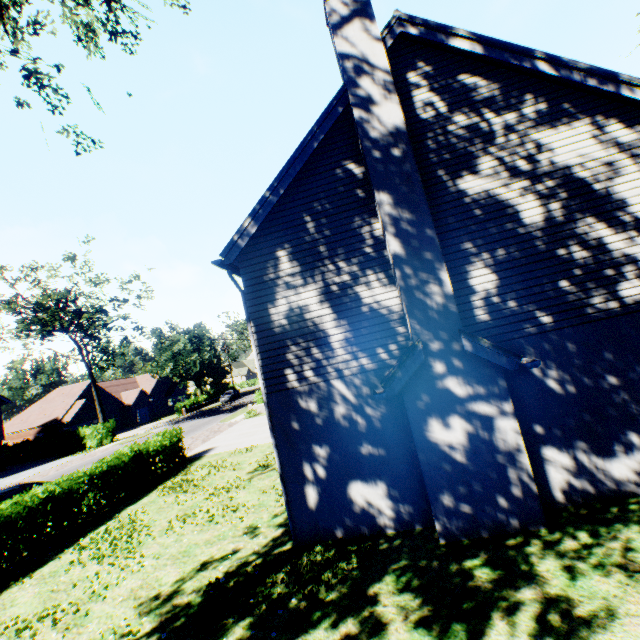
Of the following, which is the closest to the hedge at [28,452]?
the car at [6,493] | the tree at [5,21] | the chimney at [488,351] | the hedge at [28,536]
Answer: the tree at [5,21]

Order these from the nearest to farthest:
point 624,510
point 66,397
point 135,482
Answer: point 624,510, point 135,482, point 66,397

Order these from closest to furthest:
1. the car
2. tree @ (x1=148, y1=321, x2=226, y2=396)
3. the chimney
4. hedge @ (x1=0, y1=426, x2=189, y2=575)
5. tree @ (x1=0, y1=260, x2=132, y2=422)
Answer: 1. the chimney
2. hedge @ (x1=0, y1=426, x2=189, y2=575)
3. the car
4. tree @ (x1=0, y1=260, x2=132, y2=422)
5. tree @ (x1=148, y1=321, x2=226, y2=396)

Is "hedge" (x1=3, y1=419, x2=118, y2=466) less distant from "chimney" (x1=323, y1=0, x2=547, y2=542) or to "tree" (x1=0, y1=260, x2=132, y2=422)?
"tree" (x1=0, y1=260, x2=132, y2=422)

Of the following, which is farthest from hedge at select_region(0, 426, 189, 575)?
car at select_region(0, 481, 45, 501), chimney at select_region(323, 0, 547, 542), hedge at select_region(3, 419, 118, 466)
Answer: hedge at select_region(3, 419, 118, 466)

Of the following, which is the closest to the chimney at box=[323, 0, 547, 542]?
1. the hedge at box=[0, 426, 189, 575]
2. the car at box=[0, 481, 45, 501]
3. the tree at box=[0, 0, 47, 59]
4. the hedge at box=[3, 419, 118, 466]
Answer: the tree at box=[0, 0, 47, 59]

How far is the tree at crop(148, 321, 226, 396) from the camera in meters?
52.7 m

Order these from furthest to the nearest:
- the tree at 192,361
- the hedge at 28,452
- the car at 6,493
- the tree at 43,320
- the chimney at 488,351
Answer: Answer: the tree at 192,361 < the hedge at 28,452 < the tree at 43,320 < the car at 6,493 < the chimney at 488,351
